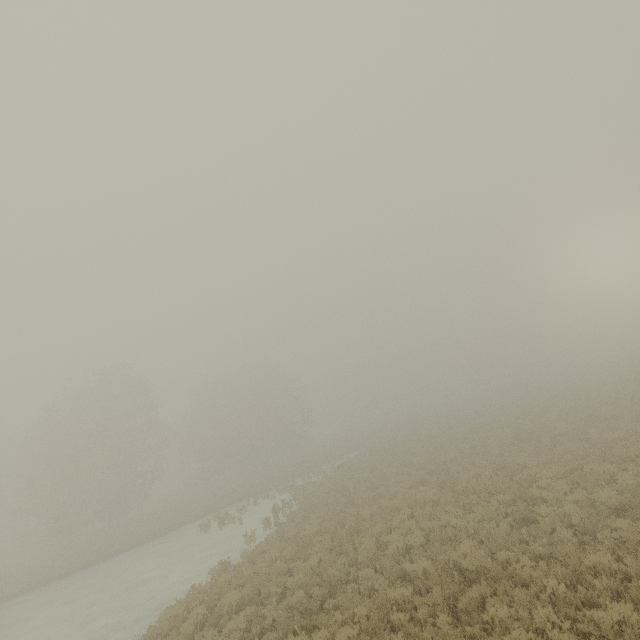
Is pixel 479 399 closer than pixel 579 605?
No
